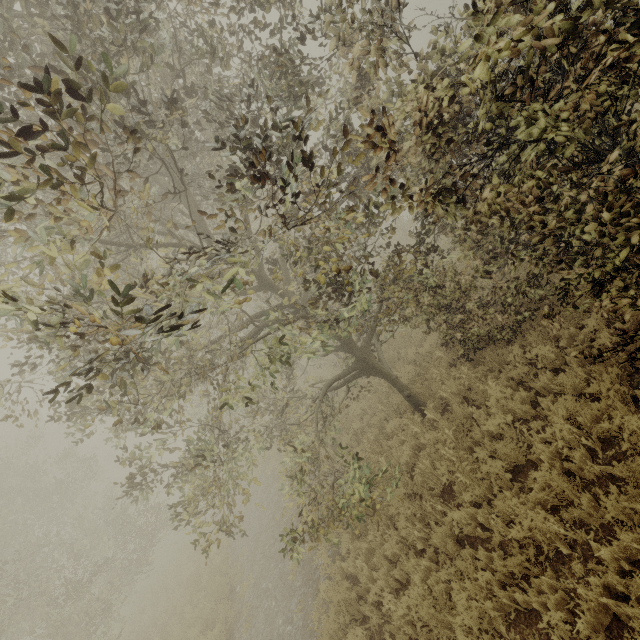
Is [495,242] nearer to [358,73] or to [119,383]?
[358,73]

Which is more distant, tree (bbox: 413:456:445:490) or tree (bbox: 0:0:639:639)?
tree (bbox: 413:456:445:490)

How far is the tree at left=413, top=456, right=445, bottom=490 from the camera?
6.36m

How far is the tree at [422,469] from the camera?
6.4m

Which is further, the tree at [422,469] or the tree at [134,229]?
the tree at [422,469]

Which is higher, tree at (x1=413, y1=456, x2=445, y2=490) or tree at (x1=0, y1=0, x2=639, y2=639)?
tree at (x1=0, y1=0, x2=639, y2=639)
